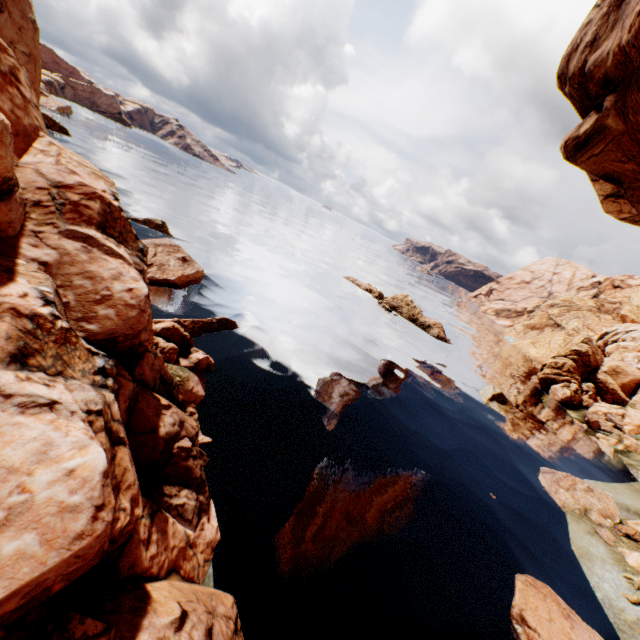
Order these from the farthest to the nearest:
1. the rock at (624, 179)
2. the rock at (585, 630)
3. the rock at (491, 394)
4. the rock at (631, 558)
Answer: the rock at (491, 394) < the rock at (624, 179) < the rock at (631, 558) < the rock at (585, 630)

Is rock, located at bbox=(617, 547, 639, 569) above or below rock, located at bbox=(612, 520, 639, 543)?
below

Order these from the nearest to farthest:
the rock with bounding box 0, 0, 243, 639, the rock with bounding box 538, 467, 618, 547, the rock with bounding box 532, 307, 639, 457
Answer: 1. the rock with bounding box 0, 0, 243, 639
2. the rock with bounding box 538, 467, 618, 547
3. the rock with bounding box 532, 307, 639, 457

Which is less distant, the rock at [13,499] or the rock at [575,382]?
the rock at [13,499]

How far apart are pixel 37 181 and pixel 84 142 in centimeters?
5795cm

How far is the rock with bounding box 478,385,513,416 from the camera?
26.72m
